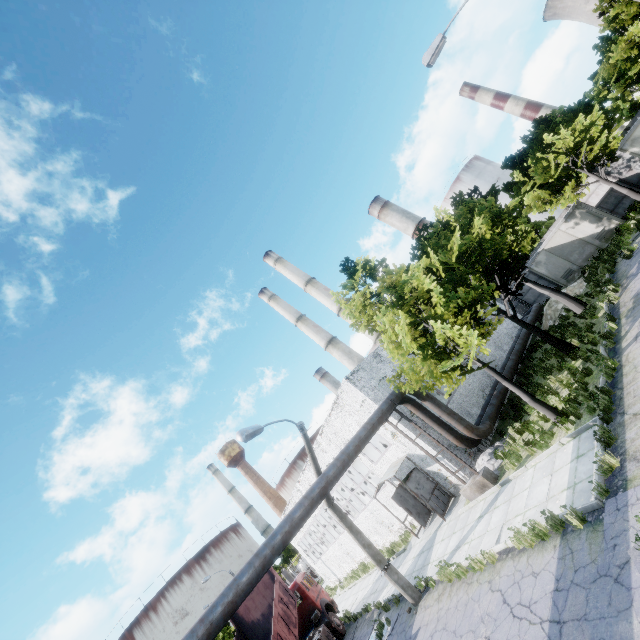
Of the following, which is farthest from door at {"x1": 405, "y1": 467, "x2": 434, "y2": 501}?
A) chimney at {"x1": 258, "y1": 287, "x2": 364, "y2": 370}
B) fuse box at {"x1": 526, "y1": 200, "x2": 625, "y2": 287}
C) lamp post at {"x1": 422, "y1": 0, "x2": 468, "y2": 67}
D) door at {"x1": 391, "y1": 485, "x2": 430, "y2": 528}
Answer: chimney at {"x1": 258, "y1": 287, "x2": 364, "y2": 370}

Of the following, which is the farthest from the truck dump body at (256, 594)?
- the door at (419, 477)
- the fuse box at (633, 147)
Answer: the fuse box at (633, 147)

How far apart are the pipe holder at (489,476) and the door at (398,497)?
4.6 meters

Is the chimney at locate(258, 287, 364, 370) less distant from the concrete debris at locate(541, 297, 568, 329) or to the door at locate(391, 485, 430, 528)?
the concrete debris at locate(541, 297, 568, 329)

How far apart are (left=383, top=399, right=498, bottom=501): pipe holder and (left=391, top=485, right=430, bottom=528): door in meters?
4.6 m

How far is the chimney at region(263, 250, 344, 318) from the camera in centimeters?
4300cm

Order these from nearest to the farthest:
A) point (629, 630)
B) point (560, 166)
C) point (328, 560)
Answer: point (629, 630), point (560, 166), point (328, 560)

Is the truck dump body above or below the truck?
above
